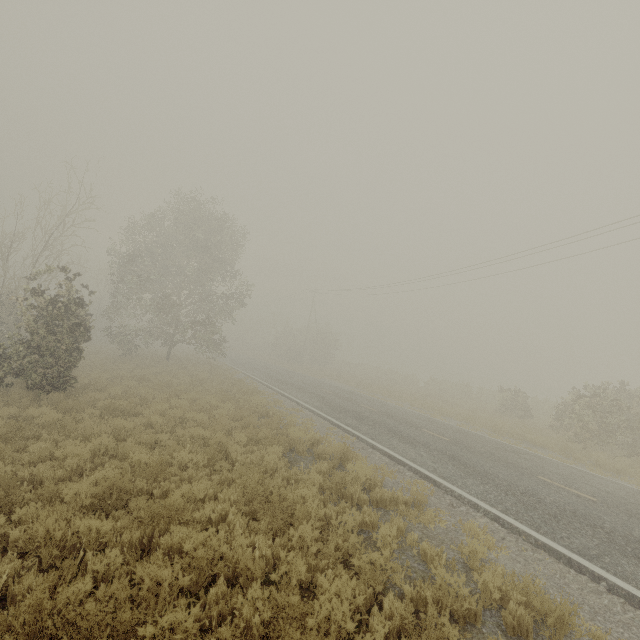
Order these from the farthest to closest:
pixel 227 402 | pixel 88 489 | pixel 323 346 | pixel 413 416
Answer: pixel 323 346, pixel 413 416, pixel 227 402, pixel 88 489
